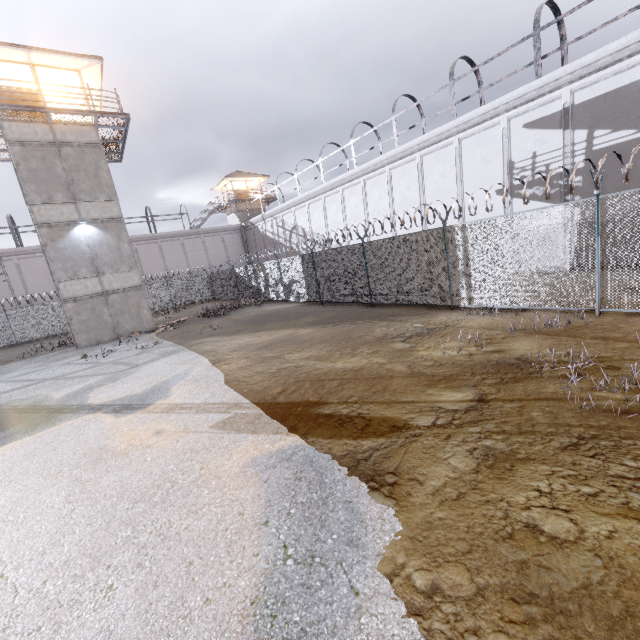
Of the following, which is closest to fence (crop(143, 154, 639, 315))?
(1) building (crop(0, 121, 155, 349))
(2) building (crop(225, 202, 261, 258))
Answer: (1) building (crop(0, 121, 155, 349))

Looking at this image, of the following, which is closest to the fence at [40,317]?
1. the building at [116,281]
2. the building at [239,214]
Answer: the building at [116,281]

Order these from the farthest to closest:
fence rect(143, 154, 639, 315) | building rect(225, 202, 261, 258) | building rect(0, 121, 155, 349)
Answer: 1. building rect(225, 202, 261, 258)
2. building rect(0, 121, 155, 349)
3. fence rect(143, 154, 639, 315)

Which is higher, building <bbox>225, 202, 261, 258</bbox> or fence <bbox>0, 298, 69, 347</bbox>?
building <bbox>225, 202, 261, 258</bbox>

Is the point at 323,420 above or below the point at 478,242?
below

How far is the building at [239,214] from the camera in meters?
41.5

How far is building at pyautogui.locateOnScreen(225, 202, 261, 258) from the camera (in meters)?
41.50
